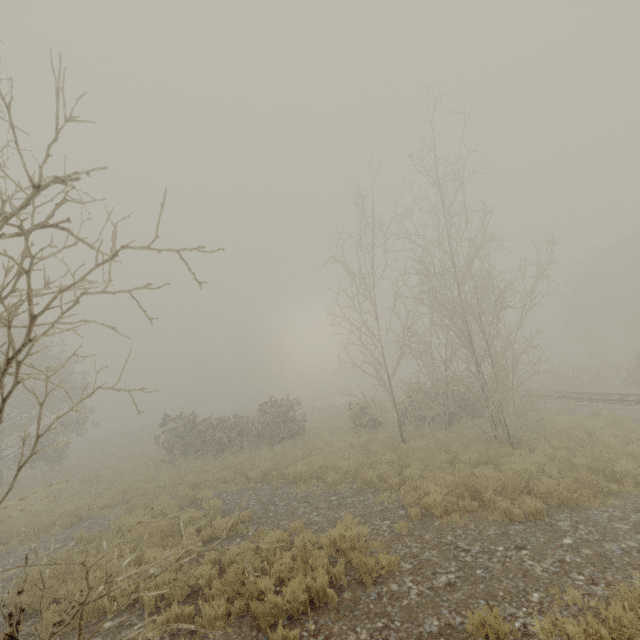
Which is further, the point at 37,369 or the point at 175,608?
the point at 175,608

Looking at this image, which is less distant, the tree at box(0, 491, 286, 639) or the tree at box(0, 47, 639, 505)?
A: the tree at box(0, 491, 286, 639)

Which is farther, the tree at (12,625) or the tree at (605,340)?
the tree at (605,340)
